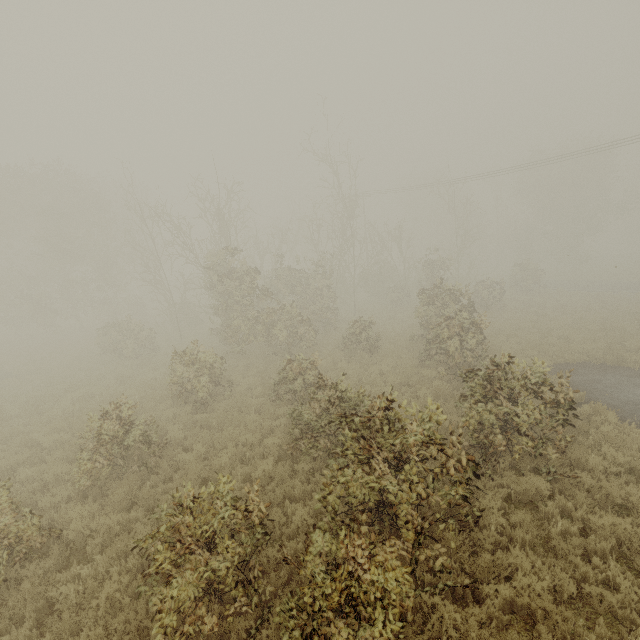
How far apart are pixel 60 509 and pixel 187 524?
5.6m
